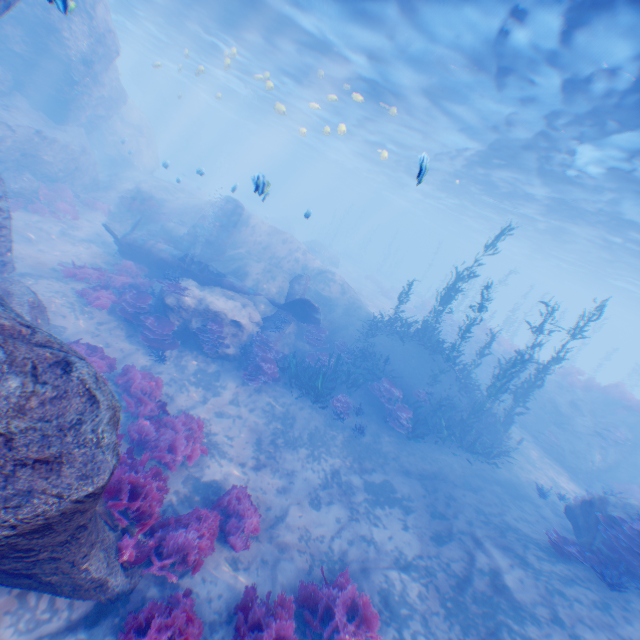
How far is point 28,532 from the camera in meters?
3.7 m

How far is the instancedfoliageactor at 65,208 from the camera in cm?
1528

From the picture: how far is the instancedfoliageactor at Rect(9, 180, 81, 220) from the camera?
15.3m

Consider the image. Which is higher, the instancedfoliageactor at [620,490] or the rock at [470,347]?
the rock at [470,347]

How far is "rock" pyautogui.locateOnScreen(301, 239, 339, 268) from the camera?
35.7 meters

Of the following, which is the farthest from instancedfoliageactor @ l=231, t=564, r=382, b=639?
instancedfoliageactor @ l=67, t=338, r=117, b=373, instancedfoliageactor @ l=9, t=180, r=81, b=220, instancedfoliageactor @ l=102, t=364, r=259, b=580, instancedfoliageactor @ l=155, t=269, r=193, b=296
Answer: instancedfoliageactor @ l=9, t=180, r=81, b=220

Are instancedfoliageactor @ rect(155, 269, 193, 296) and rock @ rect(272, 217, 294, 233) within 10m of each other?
no

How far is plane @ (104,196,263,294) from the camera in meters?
15.7 m
